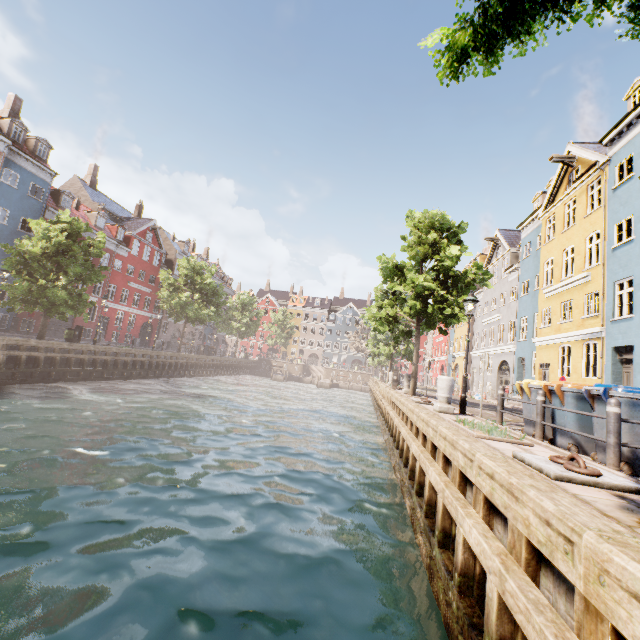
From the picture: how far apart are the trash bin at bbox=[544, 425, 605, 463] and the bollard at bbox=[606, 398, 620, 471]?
1.52m

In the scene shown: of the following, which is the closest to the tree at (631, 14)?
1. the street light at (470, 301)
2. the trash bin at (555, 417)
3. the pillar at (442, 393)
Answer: the street light at (470, 301)

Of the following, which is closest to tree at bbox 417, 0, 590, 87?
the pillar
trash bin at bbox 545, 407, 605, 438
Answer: the pillar

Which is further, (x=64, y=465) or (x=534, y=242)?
(x=534, y=242)

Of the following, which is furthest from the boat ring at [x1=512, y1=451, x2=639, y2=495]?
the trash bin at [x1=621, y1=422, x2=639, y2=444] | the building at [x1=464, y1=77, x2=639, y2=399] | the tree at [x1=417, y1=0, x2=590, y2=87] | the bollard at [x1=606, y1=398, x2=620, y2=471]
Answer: the building at [x1=464, y1=77, x2=639, y2=399]

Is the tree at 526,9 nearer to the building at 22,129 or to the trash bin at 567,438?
the building at 22,129

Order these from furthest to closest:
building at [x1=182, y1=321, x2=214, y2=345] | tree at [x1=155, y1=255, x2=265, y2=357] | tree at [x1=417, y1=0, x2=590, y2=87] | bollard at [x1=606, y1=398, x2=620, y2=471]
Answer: building at [x1=182, y1=321, x2=214, y2=345] → tree at [x1=155, y1=255, x2=265, y2=357] → bollard at [x1=606, y1=398, x2=620, y2=471] → tree at [x1=417, y1=0, x2=590, y2=87]

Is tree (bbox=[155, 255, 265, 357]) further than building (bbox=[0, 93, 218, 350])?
Yes
